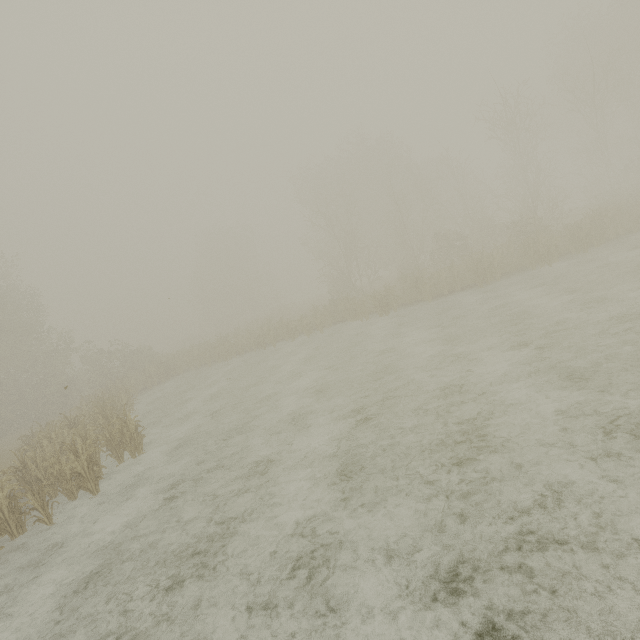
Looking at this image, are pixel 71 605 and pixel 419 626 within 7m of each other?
yes
